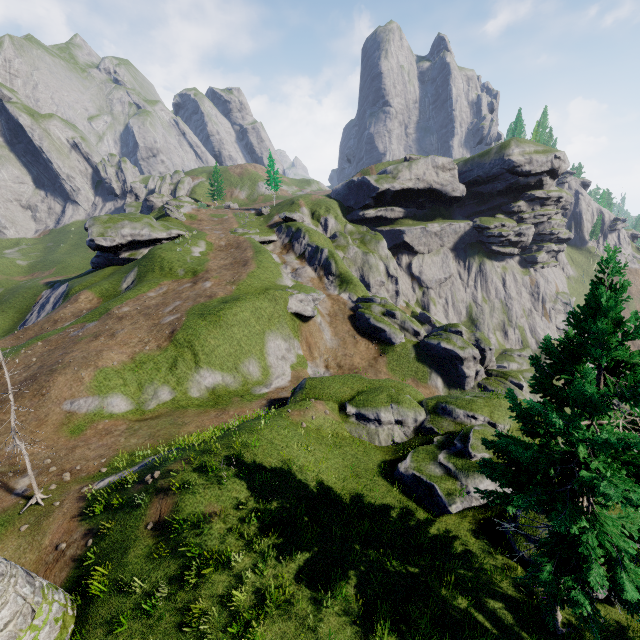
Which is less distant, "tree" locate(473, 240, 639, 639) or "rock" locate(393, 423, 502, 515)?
"tree" locate(473, 240, 639, 639)

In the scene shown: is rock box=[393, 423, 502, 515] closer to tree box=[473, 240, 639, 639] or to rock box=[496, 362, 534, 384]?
tree box=[473, 240, 639, 639]

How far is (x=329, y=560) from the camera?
12.2m

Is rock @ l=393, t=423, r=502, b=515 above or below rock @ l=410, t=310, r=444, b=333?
above

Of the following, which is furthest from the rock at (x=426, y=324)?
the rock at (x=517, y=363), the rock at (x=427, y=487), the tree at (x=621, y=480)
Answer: the tree at (x=621, y=480)

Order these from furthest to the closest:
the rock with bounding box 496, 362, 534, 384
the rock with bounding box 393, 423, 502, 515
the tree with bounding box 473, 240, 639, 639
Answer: the rock with bounding box 496, 362, 534, 384 < the rock with bounding box 393, 423, 502, 515 < the tree with bounding box 473, 240, 639, 639

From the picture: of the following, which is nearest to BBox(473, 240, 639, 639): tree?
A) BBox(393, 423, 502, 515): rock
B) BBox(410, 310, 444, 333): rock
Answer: BBox(393, 423, 502, 515): rock

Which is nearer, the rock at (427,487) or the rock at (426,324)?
the rock at (427,487)
